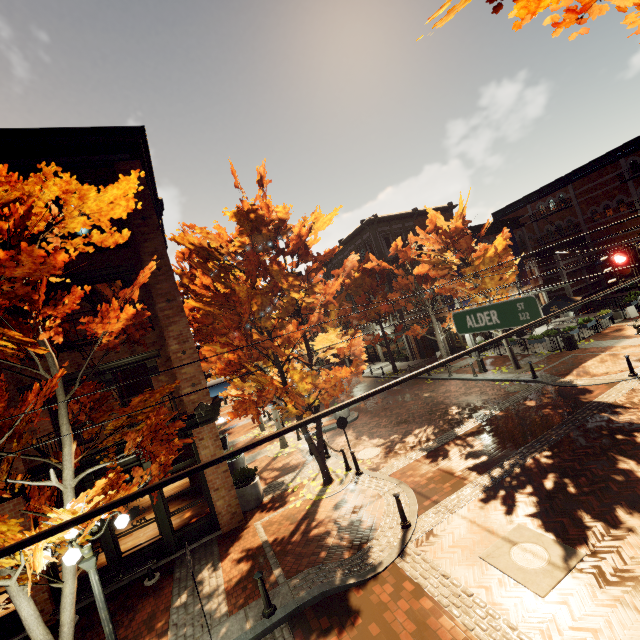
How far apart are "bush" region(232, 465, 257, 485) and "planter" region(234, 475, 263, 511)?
0.2 meters

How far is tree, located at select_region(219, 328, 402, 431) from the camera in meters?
10.1 m

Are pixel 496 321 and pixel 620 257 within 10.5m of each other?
yes

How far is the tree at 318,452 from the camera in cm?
1150

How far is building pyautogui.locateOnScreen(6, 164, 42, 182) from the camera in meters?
10.0

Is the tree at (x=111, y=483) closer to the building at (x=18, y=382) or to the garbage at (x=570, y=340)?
the building at (x=18, y=382)

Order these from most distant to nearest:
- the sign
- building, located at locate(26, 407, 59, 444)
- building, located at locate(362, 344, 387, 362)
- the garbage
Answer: building, located at locate(362, 344, 387, 362) → the garbage → building, located at locate(26, 407, 59, 444) → the sign

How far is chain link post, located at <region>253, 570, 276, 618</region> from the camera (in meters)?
6.64
